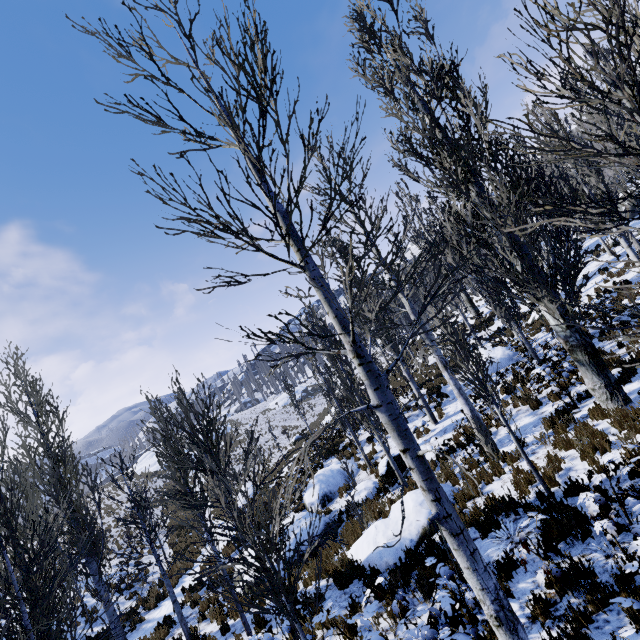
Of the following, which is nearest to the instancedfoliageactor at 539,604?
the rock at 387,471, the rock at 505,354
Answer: the rock at 505,354

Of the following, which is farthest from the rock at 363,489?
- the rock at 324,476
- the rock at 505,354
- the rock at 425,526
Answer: the rock at 505,354

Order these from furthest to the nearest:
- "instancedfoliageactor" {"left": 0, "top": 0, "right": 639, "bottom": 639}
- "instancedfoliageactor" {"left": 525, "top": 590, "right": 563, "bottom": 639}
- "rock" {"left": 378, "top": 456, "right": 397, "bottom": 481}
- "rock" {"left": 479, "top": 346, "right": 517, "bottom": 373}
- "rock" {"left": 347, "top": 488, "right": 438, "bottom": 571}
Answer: "rock" {"left": 479, "top": 346, "right": 517, "bottom": 373} → "rock" {"left": 378, "top": 456, "right": 397, "bottom": 481} → "rock" {"left": 347, "top": 488, "right": 438, "bottom": 571} → "instancedfoliageactor" {"left": 525, "top": 590, "right": 563, "bottom": 639} → "instancedfoliageactor" {"left": 0, "top": 0, "right": 639, "bottom": 639}

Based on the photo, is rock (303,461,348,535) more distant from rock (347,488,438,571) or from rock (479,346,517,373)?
rock (479,346,517,373)

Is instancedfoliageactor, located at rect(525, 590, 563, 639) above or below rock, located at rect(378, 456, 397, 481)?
above

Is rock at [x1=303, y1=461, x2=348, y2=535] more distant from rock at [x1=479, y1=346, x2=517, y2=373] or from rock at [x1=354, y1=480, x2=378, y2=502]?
rock at [x1=479, y1=346, x2=517, y2=373]

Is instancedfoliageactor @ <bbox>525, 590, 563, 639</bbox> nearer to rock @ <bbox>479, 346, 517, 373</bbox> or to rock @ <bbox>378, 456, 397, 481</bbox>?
rock @ <bbox>479, 346, 517, 373</bbox>

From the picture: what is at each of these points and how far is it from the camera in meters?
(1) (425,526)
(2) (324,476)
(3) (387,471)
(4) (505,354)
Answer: (1) rock, 8.0 m
(2) rock, 16.4 m
(3) rock, 13.4 m
(4) rock, 18.0 m
